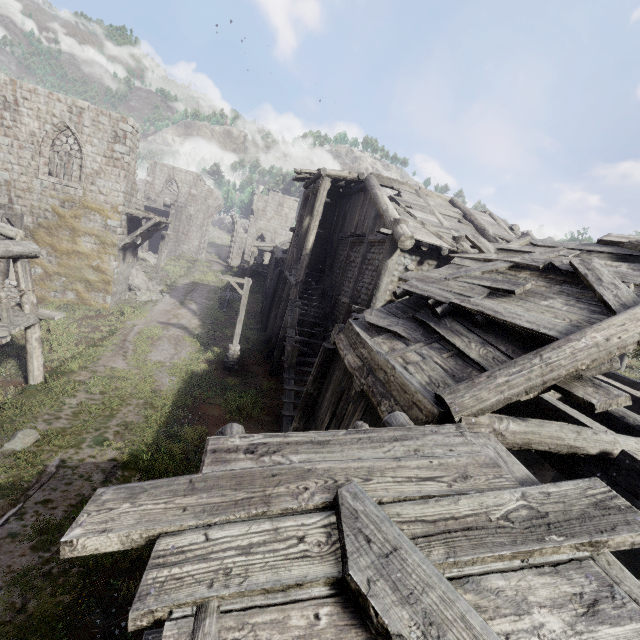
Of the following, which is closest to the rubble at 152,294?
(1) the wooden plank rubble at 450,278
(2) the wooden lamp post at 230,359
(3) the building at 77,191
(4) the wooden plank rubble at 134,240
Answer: (3) the building at 77,191

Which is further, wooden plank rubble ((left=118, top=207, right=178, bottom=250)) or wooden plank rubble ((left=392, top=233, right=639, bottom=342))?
wooden plank rubble ((left=118, top=207, right=178, bottom=250))

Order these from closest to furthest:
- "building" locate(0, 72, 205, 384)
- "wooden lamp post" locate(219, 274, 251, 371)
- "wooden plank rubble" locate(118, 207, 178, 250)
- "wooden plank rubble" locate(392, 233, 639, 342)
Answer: "wooden plank rubble" locate(392, 233, 639, 342), "building" locate(0, 72, 205, 384), "wooden lamp post" locate(219, 274, 251, 371), "wooden plank rubble" locate(118, 207, 178, 250)

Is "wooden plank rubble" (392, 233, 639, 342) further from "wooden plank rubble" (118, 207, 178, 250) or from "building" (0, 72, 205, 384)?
"wooden plank rubble" (118, 207, 178, 250)

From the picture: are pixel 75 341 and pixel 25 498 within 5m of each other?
no

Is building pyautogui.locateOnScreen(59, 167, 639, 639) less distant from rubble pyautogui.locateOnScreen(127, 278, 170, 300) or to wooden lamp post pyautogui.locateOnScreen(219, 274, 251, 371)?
rubble pyautogui.locateOnScreen(127, 278, 170, 300)

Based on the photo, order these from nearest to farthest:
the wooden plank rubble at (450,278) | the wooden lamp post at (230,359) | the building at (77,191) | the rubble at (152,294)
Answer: the wooden plank rubble at (450,278), the building at (77,191), the wooden lamp post at (230,359), the rubble at (152,294)

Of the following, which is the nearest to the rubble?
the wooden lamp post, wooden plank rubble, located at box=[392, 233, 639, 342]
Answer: the wooden lamp post
